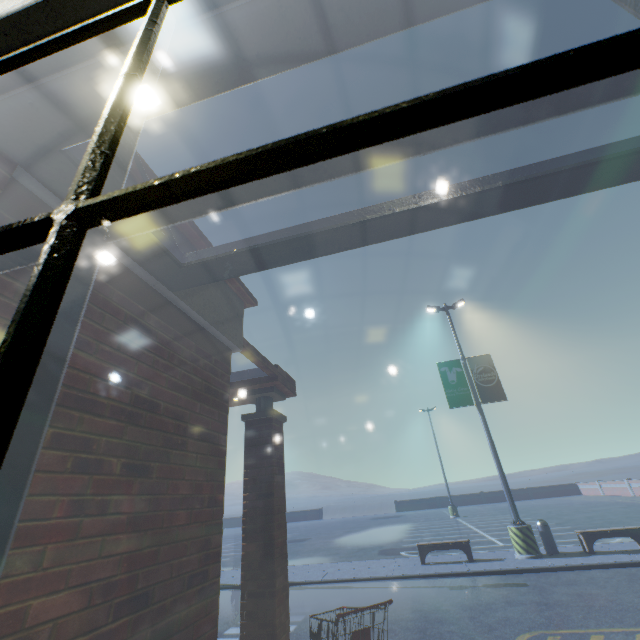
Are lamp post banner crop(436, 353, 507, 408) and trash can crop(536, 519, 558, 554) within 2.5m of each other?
no

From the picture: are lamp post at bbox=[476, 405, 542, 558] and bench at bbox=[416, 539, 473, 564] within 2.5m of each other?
yes

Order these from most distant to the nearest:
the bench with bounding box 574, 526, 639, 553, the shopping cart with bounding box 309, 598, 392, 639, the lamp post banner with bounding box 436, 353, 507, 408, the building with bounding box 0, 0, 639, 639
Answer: Answer: the lamp post banner with bounding box 436, 353, 507, 408 → the bench with bounding box 574, 526, 639, 553 → the shopping cart with bounding box 309, 598, 392, 639 → the building with bounding box 0, 0, 639, 639

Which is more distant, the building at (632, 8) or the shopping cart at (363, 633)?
the shopping cart at (363, 633)

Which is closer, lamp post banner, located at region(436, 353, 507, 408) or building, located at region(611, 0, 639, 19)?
building, located at region(611, 0, 639, 19)

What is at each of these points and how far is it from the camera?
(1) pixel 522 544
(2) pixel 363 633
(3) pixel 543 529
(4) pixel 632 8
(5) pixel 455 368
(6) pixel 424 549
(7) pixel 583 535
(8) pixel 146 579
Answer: (1) lamp post, 10.6m
(2) shopping cart, 3.5m
(3) trash can, 11.0m
(4) building, 0.6m
(5) lamp post banner, 14.0m
(6) bench, 11.2m
(7) bench, 10.4m
(8) building, 2.2m

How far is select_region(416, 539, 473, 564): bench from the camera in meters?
10.9 m

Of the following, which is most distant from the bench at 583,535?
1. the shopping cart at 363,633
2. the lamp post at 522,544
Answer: the shopping cart at 363,633
